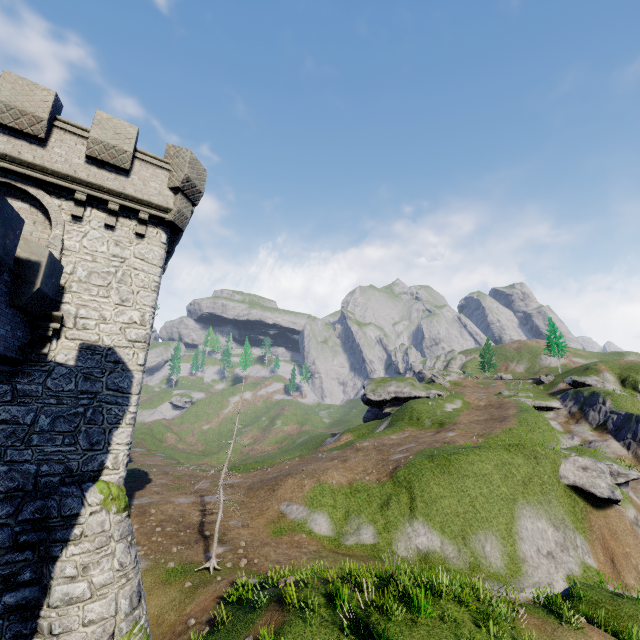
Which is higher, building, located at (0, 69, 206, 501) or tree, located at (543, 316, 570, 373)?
tree, located at (543, 316, 570, 373)

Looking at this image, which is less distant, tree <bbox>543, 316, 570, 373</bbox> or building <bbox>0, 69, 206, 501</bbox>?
building <bbox>0, 69, 206, 501</bbox>

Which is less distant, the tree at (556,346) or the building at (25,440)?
the building at (25,440)

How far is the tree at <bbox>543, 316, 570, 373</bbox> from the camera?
56.75m

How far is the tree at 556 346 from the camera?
56.75m

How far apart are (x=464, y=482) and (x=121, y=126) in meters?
27.5 m
